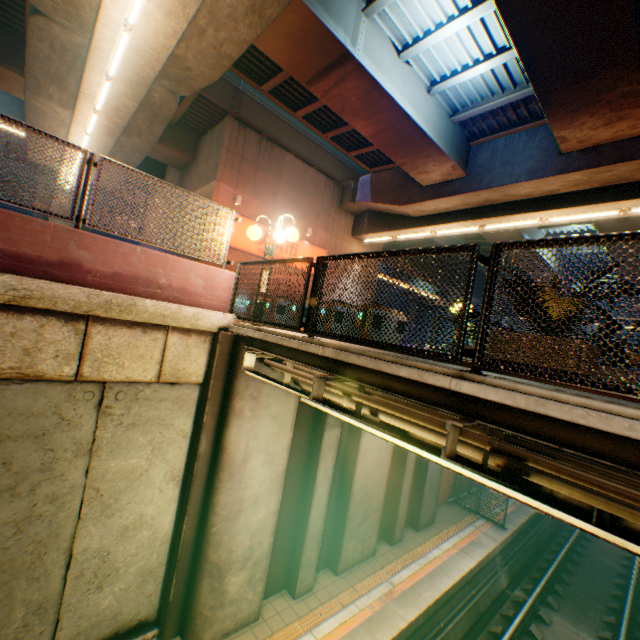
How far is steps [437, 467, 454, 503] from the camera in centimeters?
1332cm

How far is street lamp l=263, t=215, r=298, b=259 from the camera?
6.5m

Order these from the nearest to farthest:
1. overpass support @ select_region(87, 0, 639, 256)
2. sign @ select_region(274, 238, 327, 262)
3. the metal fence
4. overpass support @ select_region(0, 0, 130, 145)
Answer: the metal fence < overpass support @ select_region(87, 0, 639, 256) < overpass support @ select_region(0, 0, 130, 145) < sign @ select_region(274, 238, 327, 262)

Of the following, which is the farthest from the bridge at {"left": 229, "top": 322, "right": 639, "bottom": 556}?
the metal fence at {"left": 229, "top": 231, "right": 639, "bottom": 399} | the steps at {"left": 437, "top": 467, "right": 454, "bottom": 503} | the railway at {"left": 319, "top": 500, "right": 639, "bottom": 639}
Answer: the steps at {"left": 437, "top": 467, "right": 454, "bottom": 503}

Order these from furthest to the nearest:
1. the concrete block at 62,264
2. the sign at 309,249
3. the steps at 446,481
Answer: the sign at 309,249, the steps at 446,481, the concrete block at 62,264

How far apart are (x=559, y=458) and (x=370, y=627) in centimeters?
690cm

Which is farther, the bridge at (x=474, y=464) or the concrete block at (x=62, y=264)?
the concrete block at (x=62, y=264)

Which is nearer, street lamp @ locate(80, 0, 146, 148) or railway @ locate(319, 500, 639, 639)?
street lamp @ locate(80, 0, 146, 148)
